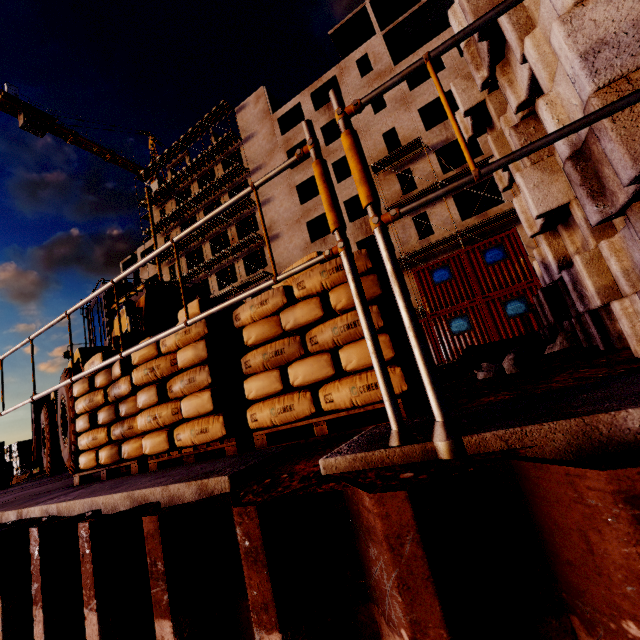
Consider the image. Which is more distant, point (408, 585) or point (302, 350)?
point (302, 350)

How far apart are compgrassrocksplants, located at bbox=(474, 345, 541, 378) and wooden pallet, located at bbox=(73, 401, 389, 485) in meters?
2.2

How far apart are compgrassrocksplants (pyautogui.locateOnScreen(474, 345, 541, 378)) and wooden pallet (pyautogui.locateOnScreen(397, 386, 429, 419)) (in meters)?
0.66

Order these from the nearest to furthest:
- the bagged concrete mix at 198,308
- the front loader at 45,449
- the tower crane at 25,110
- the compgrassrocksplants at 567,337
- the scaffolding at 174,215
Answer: the bagged concrete mix at 198,308, the compgrassrocksplants at 567,337, the front loader at 45,449, the scaffolding at 174,215, the tower crane at 25,110

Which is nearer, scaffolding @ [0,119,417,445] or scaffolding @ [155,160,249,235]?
scaffolding @ [0,119,417,445]

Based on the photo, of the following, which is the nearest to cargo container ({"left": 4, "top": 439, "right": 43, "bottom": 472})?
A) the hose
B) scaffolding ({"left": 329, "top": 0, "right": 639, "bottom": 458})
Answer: scaffolding ({"left": 329, "top": 0, "right": 639, "bottom": 458})

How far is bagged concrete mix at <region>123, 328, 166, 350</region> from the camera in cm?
379

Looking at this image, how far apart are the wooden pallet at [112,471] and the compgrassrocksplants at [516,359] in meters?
2.2
